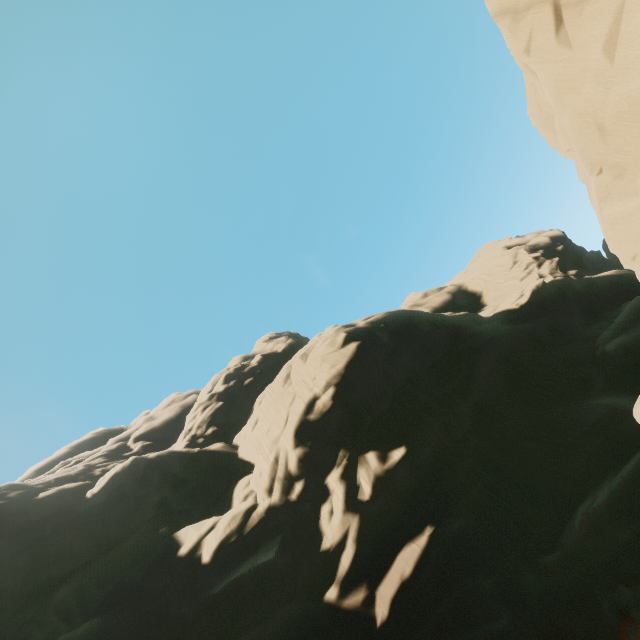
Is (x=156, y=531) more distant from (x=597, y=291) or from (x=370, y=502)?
(x=597, y=291)
